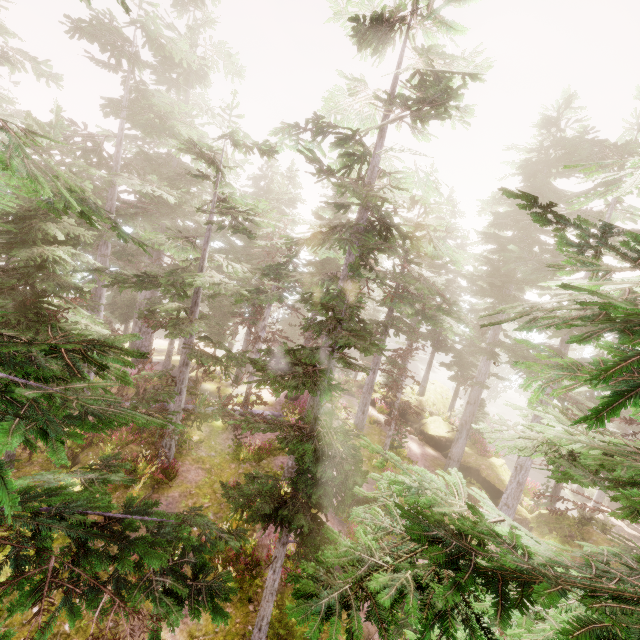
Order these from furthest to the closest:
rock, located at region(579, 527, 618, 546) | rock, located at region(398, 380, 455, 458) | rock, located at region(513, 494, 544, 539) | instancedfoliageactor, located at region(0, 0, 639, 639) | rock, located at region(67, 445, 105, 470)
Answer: rock, located at region(398, 380, 455, 458), rock, located at region(513, 494, 544, 539), rock, located at region(579, 527, 618, 546), rock, located at region(67, 445, 105, 470), instancedfoliageactor, located at region(0, 0, 639, 639)

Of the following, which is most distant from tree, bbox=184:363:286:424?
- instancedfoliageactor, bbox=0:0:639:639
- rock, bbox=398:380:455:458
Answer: rock, bbox=398:380:455:458

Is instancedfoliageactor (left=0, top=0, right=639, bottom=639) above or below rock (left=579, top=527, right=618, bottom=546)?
above

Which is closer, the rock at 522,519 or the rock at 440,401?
the rock at 522,519

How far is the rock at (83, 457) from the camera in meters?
12.4 m

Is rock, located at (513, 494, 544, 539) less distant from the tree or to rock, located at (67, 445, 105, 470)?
the tree

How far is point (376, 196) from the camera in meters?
10.9

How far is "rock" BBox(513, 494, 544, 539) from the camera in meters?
17.4
